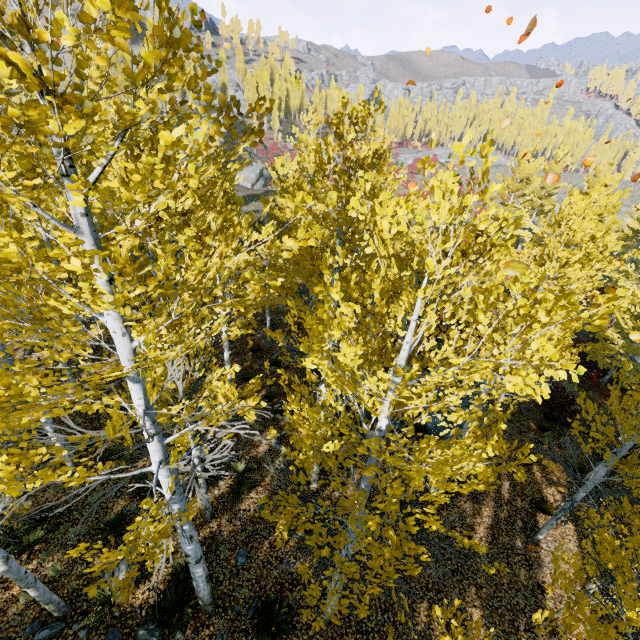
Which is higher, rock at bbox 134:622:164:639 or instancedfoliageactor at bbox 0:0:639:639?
instancedfoliageactor at bbox 0:0:639:639

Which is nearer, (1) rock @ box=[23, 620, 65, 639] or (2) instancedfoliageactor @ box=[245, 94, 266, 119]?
(2) instancedfoliageactor @ box=[245, 94, 266, 119]

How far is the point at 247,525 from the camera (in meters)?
8.98

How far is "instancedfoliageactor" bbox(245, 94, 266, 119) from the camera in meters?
2.6 m

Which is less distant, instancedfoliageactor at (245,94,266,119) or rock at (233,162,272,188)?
instancedfoliageactor at (245,94,266,119)

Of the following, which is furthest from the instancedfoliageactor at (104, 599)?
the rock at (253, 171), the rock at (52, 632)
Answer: the rock at (52, 632)

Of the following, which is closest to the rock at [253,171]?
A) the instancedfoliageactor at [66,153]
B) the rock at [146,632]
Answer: the instancedfoliageactor at [66,153]
